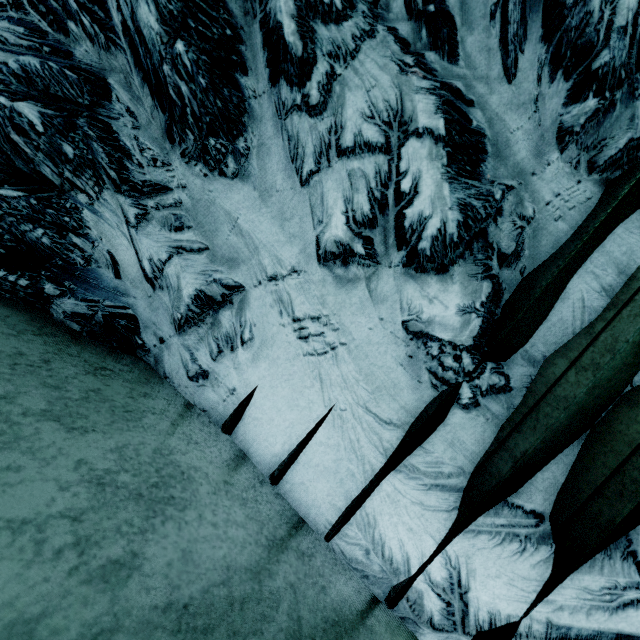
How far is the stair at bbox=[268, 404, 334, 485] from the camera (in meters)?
0.91

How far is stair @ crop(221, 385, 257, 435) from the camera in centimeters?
97cm

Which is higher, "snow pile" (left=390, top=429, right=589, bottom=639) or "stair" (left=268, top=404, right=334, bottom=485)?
"stair" (left=268, top=404, right=334, bottom=485)

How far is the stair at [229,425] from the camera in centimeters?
97cm

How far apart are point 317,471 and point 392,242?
0.7m

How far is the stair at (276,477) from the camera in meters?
0.9 m
